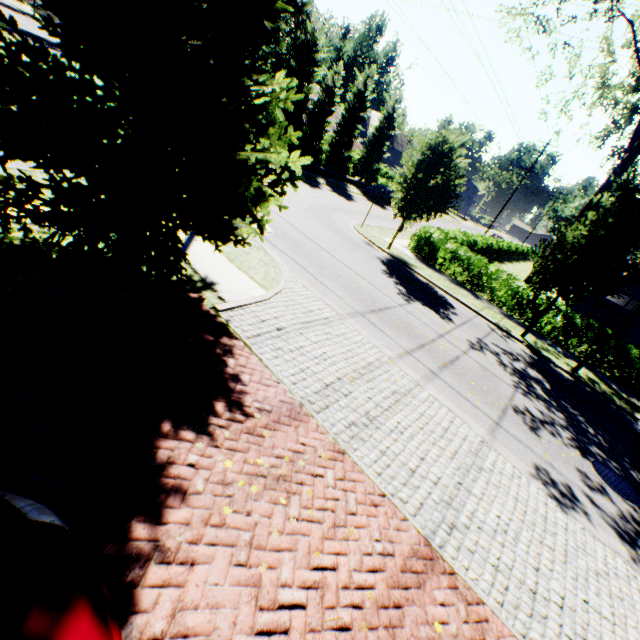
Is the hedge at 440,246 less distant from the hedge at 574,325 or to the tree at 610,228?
the tree at 610,228

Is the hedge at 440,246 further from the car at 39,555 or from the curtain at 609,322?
the car at 39,555

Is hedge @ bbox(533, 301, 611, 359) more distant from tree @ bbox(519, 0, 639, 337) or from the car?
the car

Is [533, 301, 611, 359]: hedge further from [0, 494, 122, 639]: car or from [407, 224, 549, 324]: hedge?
[407, 224, 549, 324]: hedge

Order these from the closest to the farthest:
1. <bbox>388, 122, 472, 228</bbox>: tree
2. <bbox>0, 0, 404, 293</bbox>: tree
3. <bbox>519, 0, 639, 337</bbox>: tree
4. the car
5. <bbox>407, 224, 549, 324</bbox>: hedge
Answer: the car → <bbox>0, 0, 404, 293</bbox>: tree → <bbox>519, 0, 639, 337</bbox>: tree → <bbox>388, 122, 472, 228</bbox>: tree → <bbox>407, 224, 549, 324</bbox>: hedge

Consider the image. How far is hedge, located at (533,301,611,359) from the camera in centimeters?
1523cm

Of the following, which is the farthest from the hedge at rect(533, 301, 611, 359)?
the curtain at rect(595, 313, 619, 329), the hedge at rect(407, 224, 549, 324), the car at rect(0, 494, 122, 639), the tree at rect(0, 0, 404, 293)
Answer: the hedge at rect(407, 224, 549, 324)

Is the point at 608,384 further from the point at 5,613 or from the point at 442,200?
the point at 5,613
